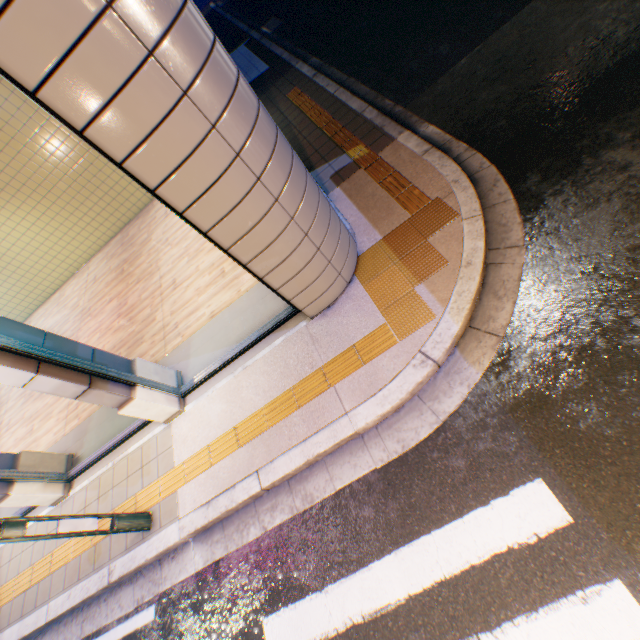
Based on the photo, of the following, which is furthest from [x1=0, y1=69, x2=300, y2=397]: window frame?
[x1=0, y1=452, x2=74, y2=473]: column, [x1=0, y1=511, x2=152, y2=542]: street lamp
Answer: [x1=0, y1=452, x2=74, y2=473]: column

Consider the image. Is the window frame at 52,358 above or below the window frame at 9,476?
Answer: above

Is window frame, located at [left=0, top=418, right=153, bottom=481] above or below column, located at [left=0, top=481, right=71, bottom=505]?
above

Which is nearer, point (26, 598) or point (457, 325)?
point (457, 325)

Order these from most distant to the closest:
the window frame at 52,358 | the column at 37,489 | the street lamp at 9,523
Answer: the column at 37,489
the street lamp at 9,523
the window frame at 52,358

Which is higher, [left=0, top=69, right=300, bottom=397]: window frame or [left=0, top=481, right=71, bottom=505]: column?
[left=0, top=69, right=300, bottom=397]: window frame

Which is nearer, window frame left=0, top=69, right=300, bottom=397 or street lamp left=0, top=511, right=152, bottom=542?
window frame left=0, top=69, right=300, bottom=397

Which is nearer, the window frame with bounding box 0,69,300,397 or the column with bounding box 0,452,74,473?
the window frame with bounding box 0,69,300,397
